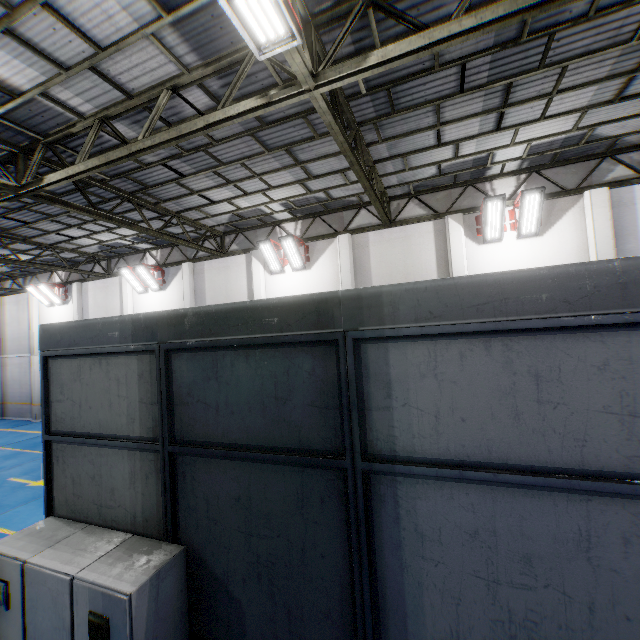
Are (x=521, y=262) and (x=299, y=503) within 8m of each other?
no

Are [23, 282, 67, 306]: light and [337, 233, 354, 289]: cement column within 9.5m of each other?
no

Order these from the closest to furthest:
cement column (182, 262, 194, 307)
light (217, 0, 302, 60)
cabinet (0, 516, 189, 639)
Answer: cabinet (0, 516, 189, 639) → light (217, 0, 302, 60) → cement column (182, 262, 194, 307)

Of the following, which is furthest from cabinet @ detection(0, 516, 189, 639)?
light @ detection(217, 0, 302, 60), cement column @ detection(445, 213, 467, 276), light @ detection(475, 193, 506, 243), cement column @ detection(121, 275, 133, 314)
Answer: cement column @ detection(121, 275, 133, 314)

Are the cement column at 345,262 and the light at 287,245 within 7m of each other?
yes

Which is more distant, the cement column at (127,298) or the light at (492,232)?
the cement column at (127,298)

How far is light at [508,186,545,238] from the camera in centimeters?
944cm

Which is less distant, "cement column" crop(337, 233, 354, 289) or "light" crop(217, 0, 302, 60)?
"light" crop(217, 0, 302, 60)
